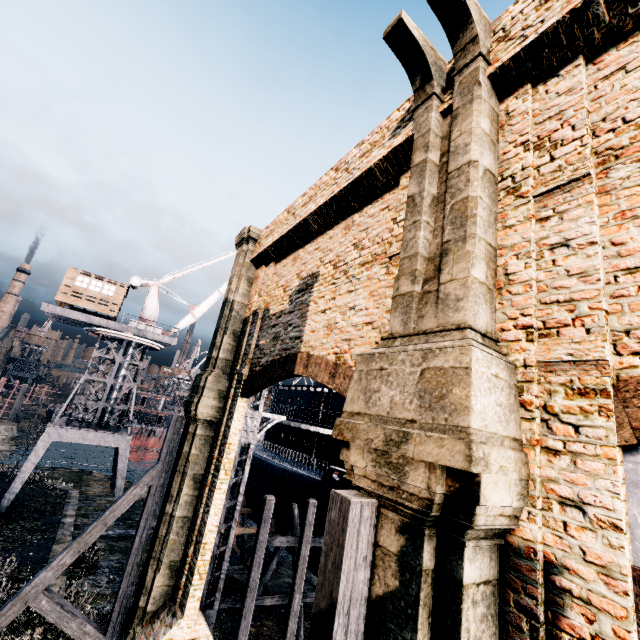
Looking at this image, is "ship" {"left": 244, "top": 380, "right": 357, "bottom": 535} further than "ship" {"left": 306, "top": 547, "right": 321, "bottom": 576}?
No

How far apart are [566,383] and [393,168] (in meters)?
6.85

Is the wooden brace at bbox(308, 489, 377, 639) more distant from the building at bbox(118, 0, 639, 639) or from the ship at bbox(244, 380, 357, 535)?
the ship at bbox(244, 380, 357, 535)

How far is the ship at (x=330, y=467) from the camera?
20.4 meters

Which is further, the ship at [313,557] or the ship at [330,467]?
the ship at [313,557]

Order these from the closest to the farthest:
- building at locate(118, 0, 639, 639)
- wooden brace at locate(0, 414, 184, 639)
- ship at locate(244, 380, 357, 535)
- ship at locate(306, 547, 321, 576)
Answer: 1. building at locate(118, 0, 639, 639)
2. wooden brace at locate(0, 414, 184, 639)
3. ship at locate(244, 380, 357, 535)
4. ship at locate(306, 547, 321, 576)

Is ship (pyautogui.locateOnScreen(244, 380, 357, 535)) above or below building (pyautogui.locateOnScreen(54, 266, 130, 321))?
below

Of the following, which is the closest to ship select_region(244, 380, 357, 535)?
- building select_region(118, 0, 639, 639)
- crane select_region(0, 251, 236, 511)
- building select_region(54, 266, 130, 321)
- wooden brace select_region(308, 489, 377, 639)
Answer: crane select_region(0, 251, 236, 511)
